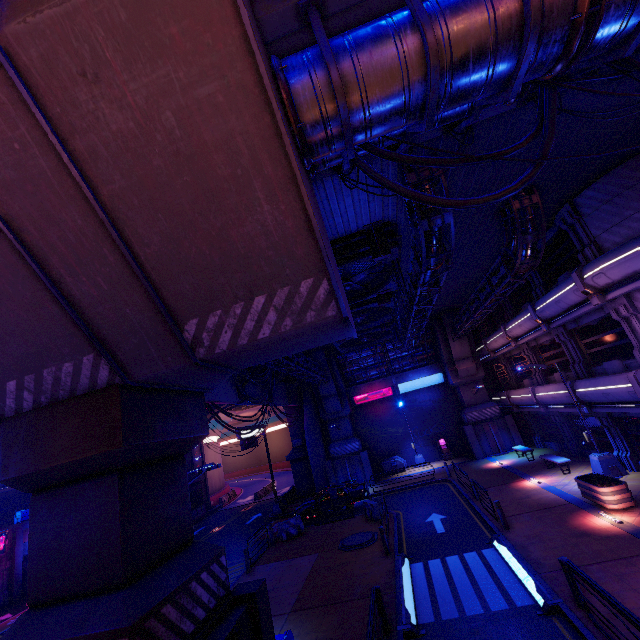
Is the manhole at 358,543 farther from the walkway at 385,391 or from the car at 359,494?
the walkway at 385,391

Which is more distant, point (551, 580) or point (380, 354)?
point (380, 354)

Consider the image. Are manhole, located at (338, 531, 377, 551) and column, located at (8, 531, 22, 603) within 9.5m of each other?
no

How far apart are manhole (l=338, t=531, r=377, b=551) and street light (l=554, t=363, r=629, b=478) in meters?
11.4

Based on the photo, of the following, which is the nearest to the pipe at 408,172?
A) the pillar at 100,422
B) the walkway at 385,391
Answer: the walkway at 385,391

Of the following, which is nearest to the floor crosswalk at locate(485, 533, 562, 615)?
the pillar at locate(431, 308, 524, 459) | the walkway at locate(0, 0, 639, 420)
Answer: the walkway at locate(0, 0, 639, 420)

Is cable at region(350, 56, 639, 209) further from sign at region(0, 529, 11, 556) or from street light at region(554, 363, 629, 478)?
sign at region(0, 529, 11, 556)

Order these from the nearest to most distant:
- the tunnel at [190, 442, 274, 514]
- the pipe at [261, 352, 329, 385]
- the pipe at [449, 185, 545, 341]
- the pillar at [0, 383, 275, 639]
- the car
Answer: the pillar at [0, 383, 275, 639], the pipe at [449, 185, 545, 341], the pipe at [261, 352, 329, 385], the car, the tunnel at [190, 442, 274, 514]
